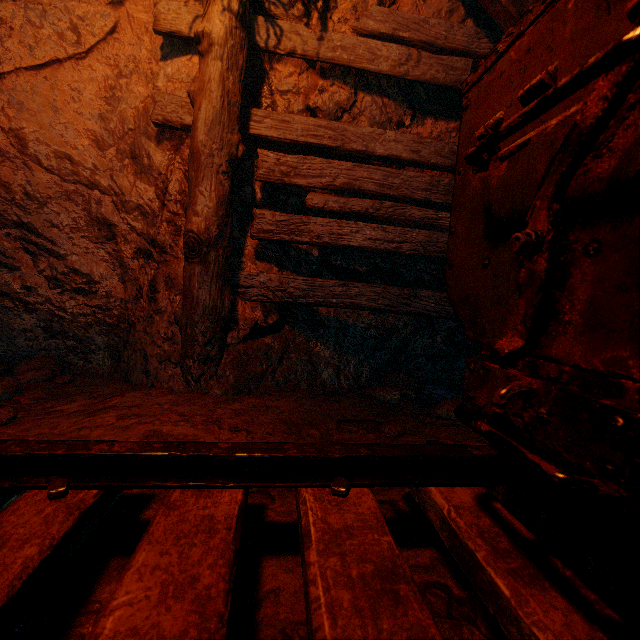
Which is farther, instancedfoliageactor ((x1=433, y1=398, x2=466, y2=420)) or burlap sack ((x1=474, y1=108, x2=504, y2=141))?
instancedfoliageactor ((x1=433, y1=398, x2=466, y2=420))

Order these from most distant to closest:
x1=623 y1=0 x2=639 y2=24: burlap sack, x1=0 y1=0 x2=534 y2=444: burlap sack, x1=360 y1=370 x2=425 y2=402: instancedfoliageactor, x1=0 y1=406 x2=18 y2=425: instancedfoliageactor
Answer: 1. x1=360 y1=370 x2=425 y2=402: instancedfoliageactor
2. x1=0 y1=0 x2=534 y2=444: burlap sack
3. x1=0 y1=406 x2=18 y2=425: instancedfoliageactor
4. x1=623 y1=0 x2=639 y2=24: burlap sack

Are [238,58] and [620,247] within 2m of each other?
no

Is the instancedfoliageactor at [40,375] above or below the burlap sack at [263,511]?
below

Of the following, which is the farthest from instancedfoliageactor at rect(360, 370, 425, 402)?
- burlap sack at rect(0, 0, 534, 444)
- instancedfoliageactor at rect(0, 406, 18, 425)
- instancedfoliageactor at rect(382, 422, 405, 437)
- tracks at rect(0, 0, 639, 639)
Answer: instancedfoliageactor at rect(0, 406, 18, 425)

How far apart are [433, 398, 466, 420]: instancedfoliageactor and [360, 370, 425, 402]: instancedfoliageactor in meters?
0.4

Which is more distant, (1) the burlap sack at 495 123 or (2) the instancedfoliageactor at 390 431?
(2) the instancedfoliageactor at 390 431

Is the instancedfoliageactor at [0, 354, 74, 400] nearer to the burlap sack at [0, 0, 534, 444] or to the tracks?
the burlap sack at [0, 0, 534, 444]
